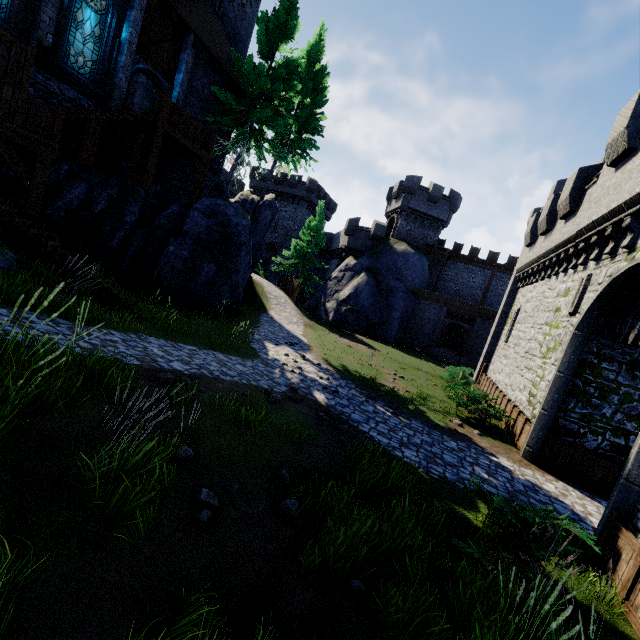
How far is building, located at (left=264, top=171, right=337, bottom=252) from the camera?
47.34m

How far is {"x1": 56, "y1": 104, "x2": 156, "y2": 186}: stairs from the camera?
11.8m

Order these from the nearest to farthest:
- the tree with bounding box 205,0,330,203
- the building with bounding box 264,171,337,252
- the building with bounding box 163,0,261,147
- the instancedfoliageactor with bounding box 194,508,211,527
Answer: the instancedfoliageactor with bounding box 194,508,211,527 < the building with bounding box 163,0,261,147 < the tree with bounding box 205,0,330,203 < the building with bounding box 264,171,337,252

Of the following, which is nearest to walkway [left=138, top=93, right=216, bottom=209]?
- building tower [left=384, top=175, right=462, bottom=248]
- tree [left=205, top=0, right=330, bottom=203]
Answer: tree [left=205, top=0, right=330, bottom=203]

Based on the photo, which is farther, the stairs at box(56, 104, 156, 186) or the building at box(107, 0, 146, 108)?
the building at box(107, 0, 146, 108)

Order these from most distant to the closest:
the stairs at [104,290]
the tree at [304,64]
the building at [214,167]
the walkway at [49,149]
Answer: the building at [214,167], the tree at [304,64], the stairs at [104,290], the walkway at [49,149]

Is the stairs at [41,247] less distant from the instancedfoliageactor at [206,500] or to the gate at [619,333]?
the instancedfoliageactor at [206,500]

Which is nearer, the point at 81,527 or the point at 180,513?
the point at 81,527
